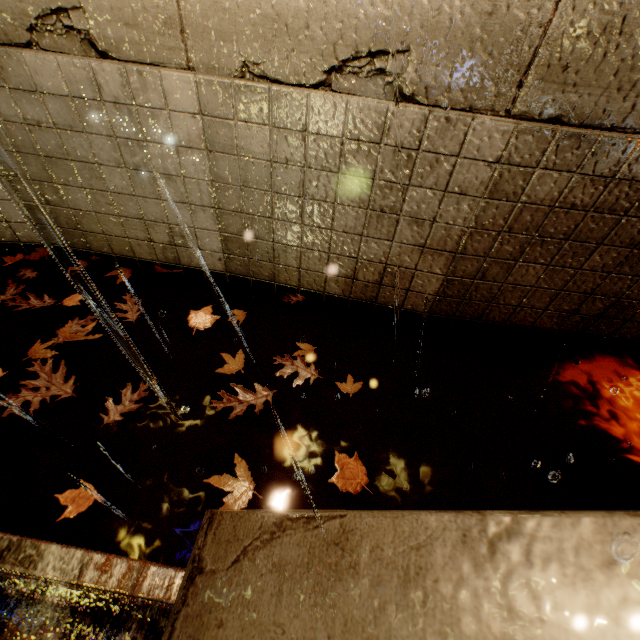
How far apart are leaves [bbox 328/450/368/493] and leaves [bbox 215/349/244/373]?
1.1 meters

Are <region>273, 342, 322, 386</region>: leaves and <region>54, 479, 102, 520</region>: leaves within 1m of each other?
no

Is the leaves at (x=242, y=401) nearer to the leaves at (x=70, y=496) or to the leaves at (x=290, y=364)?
the leaves at (x=290, y=364)

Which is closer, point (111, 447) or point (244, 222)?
point (111, 447)

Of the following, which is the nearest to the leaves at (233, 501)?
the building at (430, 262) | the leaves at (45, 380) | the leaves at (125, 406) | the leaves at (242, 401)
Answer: the leaves at (242, 401)

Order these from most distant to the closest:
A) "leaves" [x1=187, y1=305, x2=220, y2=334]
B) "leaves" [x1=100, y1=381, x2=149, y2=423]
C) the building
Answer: "leaves" [x1=187, y1=305, x2=220, y2=334] < "leaves" [x1=100, y1=381, x2=149, y2=423] < the building

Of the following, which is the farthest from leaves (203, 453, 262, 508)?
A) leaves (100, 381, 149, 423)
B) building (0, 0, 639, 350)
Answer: building (0, 0, 639, 350)

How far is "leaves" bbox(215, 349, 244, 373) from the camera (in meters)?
2.86
